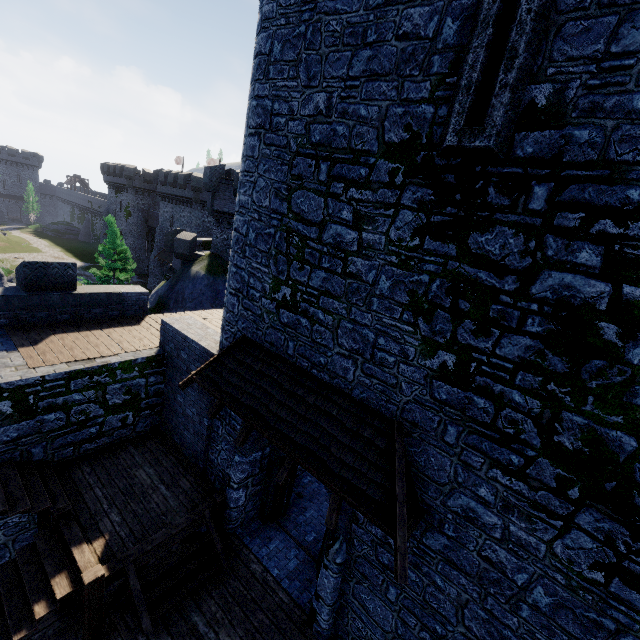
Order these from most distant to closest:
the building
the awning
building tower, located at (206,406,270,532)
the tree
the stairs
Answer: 1. the building
2. the tree
3. building tower, located at (206,406,270,532)
4. the stairs
5. the awning

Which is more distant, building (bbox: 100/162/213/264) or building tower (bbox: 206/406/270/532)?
building (bbox: 100/162/213/264)

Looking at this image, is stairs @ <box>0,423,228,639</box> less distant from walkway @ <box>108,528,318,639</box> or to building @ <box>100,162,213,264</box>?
walkway @ <box>108,528,318,639</box>

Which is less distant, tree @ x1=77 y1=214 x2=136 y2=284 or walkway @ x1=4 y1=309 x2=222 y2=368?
walkway @ x1=4 y1=309 x2=222 y2=368

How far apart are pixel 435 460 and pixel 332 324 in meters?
2.9 m

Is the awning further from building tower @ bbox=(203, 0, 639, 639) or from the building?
the building

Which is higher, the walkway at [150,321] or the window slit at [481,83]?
the window slit at [481,83]

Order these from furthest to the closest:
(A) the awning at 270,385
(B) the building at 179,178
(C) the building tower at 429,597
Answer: (B) the building at 179,178 → (A) the awning at 270,385 → (C) the building tower at 429,597
